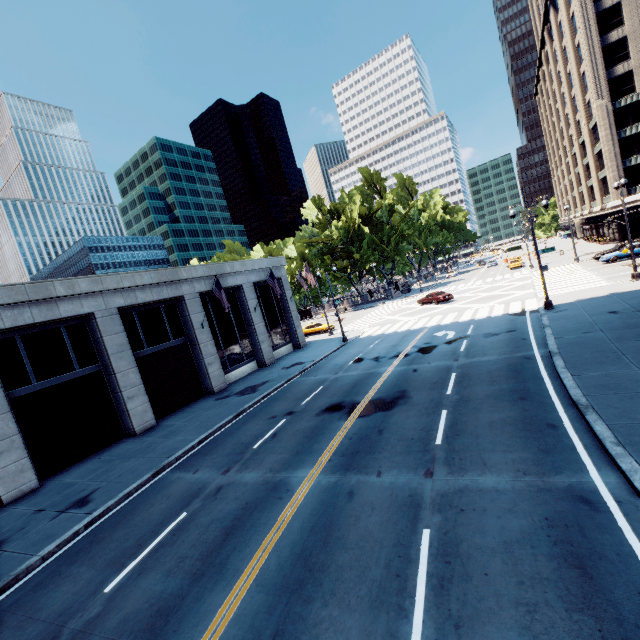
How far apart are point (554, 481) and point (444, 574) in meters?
3.6 m

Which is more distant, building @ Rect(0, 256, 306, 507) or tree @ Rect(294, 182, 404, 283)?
tree @ Rect(294, 182, 404, 283)

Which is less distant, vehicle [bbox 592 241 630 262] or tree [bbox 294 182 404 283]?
vehicle [bbox 592 241 630 262]

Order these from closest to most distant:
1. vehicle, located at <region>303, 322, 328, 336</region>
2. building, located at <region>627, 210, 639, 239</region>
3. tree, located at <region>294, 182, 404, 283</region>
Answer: vehicle, located at <region>303, 322, 328, 336</region> → building, located at <region>627, 210, 639, 239</region> → tree, located at <region>294, 182, 404, 283</region>

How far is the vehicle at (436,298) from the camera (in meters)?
37.56

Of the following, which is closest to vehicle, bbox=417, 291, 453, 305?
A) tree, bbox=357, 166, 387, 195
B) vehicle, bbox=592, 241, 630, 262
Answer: vehicle, bbox=592, 241, 630, 262

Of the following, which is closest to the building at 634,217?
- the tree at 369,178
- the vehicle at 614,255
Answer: the tree at 369,178

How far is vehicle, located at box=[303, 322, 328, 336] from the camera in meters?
40.9 m
